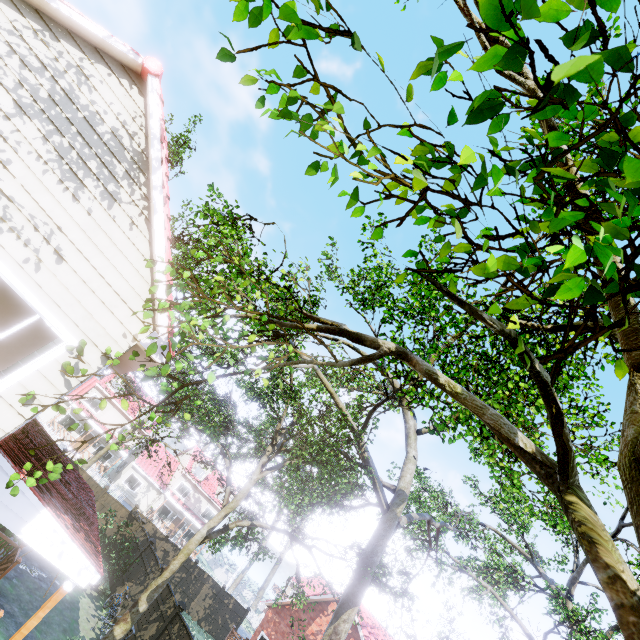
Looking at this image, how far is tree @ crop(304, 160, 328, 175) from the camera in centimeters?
283cm

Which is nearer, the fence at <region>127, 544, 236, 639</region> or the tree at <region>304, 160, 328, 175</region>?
the tree at <region>304, 160, 328, 175</region>

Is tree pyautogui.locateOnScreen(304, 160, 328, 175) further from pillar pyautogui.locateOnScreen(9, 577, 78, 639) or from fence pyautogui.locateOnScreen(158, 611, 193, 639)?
fence pyautogui.locateOnScreen(158, 611, 193, 639)

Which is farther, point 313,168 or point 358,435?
point 358,435

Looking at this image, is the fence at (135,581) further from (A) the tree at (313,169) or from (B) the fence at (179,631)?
(B) the fence at (179,631)

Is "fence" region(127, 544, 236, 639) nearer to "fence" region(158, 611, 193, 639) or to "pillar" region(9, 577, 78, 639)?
"fence" region(158, 611, 193, 639)

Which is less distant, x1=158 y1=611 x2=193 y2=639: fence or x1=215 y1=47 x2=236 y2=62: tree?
x1=215 y1=47 x2=236 y2=62: tree

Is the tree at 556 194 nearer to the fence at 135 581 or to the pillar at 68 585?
the fence at 135 581
